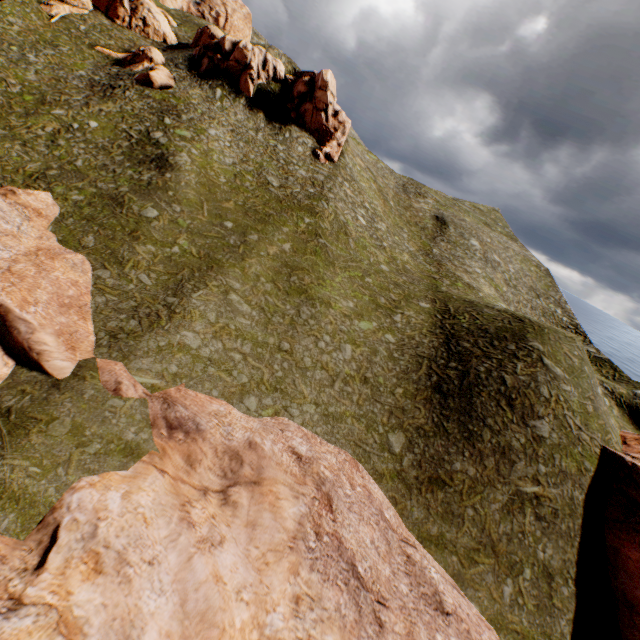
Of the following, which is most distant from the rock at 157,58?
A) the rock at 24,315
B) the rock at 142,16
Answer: the rock at 24,315

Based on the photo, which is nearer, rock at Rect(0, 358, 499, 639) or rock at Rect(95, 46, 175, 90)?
rock at Rect(0, 358, 499, 639)

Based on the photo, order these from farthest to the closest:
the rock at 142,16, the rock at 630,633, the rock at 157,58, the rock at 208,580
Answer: the rock at 142,16
the rock at 157,58
the rock at 630,633
the rock at 208,580

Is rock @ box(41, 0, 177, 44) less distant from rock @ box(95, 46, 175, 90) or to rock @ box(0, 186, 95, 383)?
rock @ box(95, 46, 175, 90)

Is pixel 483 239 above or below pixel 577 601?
above

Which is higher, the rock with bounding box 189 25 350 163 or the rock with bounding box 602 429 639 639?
the rock with bounding box 189 25 350 163

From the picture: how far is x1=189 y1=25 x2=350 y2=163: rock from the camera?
42.5m
